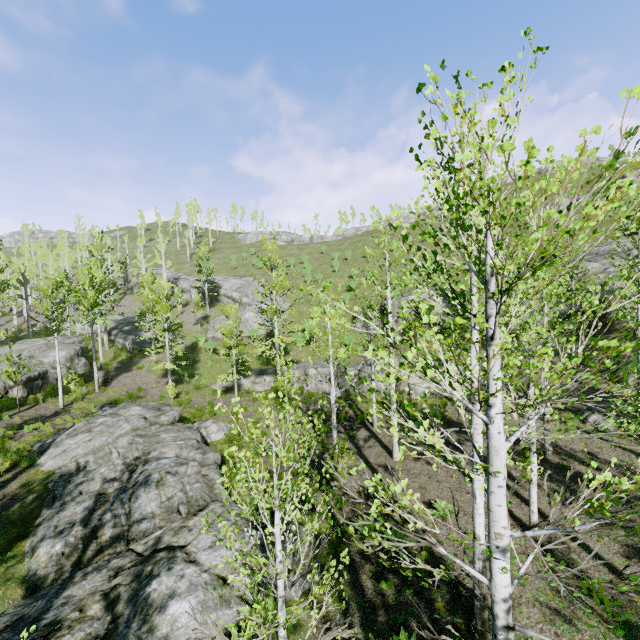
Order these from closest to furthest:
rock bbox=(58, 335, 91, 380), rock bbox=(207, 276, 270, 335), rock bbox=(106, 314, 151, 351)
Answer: rock bbox=(58, 335, 91, 380), rock bbox=(106, 314, 151, 351), rock bbox=(207, 276, 270, 335)

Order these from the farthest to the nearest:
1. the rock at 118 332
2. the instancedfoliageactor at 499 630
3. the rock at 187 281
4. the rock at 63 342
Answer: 1. the rock at 187 281
2. the rock at 118 332
3. the rock at 63 342
4. the instancedfoliageactor at 499 630

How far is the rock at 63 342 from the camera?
25.8m

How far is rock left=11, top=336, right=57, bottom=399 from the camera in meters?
21.4

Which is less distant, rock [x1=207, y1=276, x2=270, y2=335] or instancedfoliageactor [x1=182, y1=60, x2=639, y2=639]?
instancedfoliageactor [x1=182, y1=60, x2=639, y2=639]

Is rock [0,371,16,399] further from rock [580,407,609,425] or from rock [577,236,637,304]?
rock [580,407,609,425]

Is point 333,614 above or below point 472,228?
below
